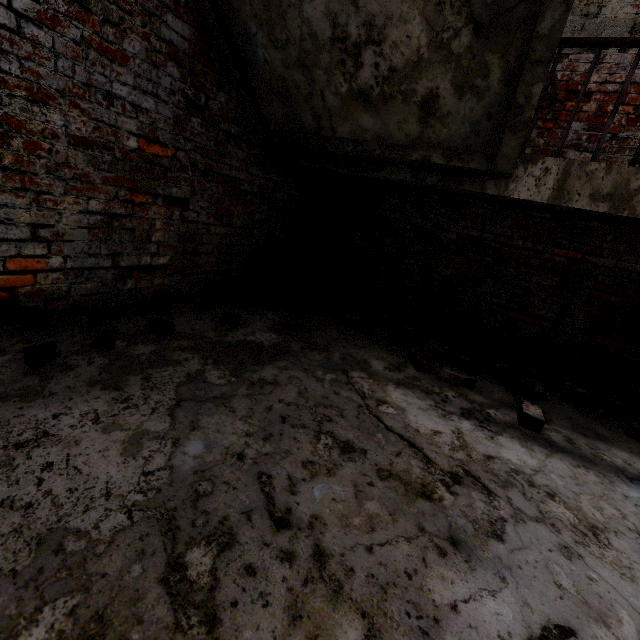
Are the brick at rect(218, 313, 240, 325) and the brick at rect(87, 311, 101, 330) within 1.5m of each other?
yes

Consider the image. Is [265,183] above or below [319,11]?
below

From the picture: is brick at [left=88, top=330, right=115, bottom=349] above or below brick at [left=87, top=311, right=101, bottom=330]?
below

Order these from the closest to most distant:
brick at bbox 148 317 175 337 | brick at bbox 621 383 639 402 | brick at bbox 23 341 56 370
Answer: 1. brick at bbox 23 341 56 370
2. brick at bbox 148 317 175 337
3. brick at bbox 621 383 639 402

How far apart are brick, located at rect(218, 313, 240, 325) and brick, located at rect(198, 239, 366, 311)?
0.87m

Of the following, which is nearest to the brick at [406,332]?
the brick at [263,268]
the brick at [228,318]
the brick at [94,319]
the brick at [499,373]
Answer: the brick at [499,373]

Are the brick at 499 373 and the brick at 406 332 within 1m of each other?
yes

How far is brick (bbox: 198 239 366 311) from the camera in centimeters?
329cm
